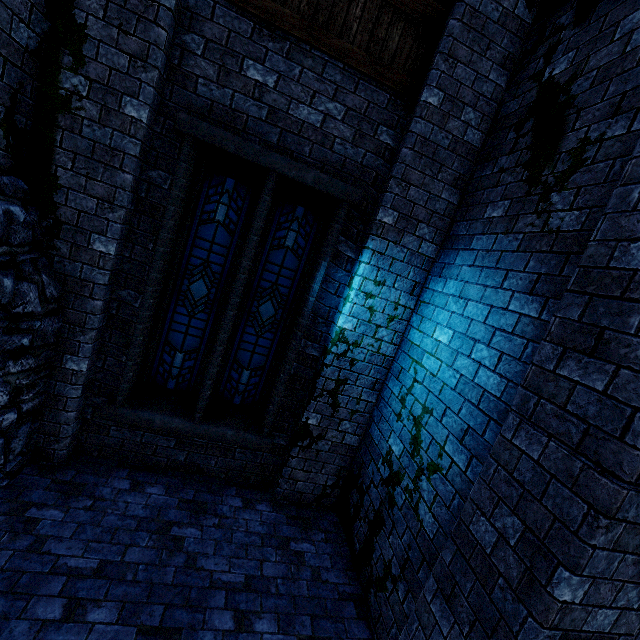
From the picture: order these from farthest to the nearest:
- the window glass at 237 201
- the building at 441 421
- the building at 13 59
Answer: the window glass at 237 201 → the building at 13 59 → the building at 441 421

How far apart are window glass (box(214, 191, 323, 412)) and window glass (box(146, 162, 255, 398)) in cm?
26

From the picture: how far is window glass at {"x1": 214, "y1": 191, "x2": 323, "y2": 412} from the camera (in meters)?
4.56

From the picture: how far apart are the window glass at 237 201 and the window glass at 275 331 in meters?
0.3 m

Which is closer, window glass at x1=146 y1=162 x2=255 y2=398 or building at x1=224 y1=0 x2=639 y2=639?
building at x1=224 y1=0 x2=639 y2=639

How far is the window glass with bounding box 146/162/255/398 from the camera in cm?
432

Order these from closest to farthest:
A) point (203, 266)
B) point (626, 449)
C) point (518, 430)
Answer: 1. point (626, 449)
2. point (518, 430)
3. point (203, 266)
